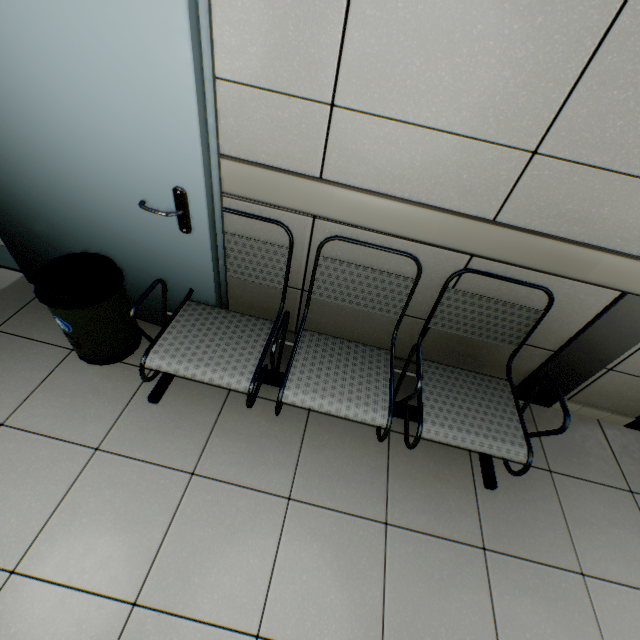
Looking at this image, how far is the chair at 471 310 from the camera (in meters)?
1.49

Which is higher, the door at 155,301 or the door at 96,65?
the door at 96,65

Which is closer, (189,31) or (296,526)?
(189,31)

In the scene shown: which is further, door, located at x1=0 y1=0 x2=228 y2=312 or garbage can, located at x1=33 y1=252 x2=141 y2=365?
garbage can, located at x1=33 y1=252 x2=141 y2=365

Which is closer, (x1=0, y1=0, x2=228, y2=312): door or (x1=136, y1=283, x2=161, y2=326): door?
(x1=0, y1=0, x2=228, y2=312): door

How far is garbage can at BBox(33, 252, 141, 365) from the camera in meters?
1.6 m

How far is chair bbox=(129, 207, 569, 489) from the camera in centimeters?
149cm

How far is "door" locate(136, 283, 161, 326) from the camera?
1.93m
